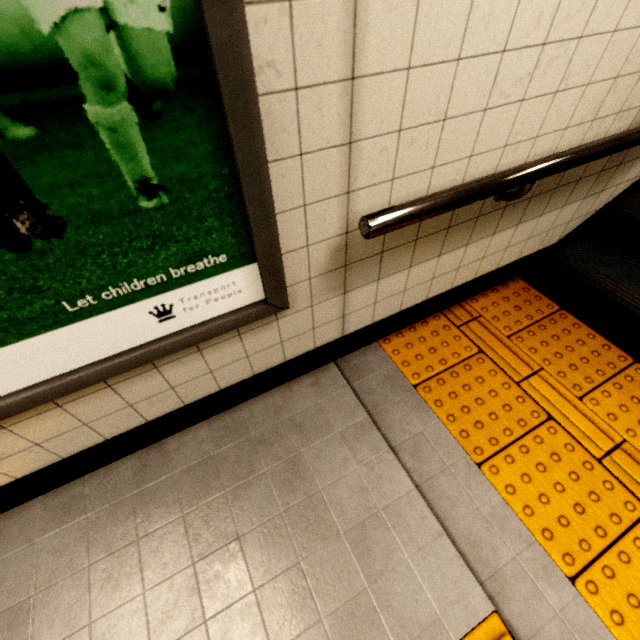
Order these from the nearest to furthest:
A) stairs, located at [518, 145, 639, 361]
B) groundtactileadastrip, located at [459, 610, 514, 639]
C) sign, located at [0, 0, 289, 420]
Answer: sign, located at [0, 0, 289, 420] → groundtactileadastrip, located at [459, 610, 514, 639] → stairs, located at [518, 145, 639, 361]

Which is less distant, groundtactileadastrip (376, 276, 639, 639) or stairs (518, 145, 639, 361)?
groundtactileadastrip (376, 276, 639, 639)

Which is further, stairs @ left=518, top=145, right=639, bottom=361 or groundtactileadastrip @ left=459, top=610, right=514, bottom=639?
stairs @ left=518, top=145, right=639, bottom=361

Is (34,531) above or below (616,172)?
below

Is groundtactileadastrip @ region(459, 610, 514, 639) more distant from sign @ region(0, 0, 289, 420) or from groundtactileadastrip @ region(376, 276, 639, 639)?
sign @ region(0, 0, 289, 420)

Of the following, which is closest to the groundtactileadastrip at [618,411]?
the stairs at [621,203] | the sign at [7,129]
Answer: the stairs at [621,203]

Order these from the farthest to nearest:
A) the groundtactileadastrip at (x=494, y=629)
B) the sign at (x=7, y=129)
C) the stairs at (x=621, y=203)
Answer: the stairs at (x=621, y=203) < the groundtactileadastrip at (x=494, y=629) < the sign at (x=7, y=129)

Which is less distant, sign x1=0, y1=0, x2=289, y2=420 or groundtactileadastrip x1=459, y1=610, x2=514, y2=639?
sign x1=0, y1=0, x2=289, y2=420
